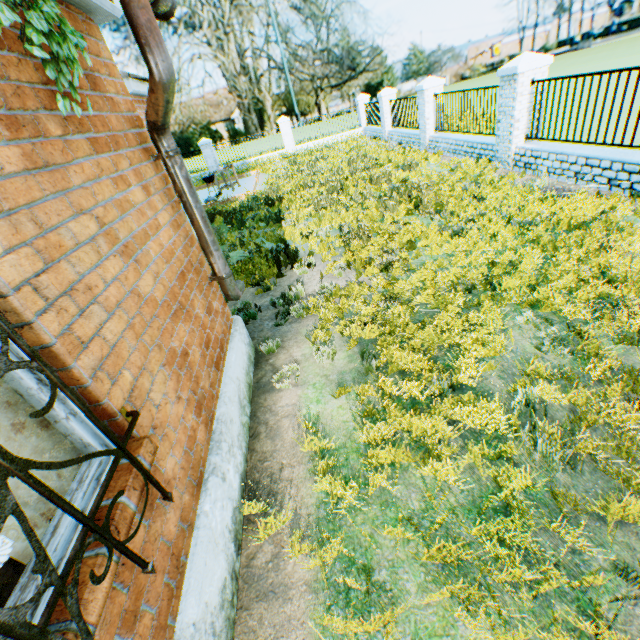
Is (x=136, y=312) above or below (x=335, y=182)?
above

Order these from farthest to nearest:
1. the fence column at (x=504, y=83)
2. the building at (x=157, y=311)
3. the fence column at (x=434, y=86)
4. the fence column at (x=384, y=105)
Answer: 1. the fence column at (x=384, y=105)
2. the fence column at (x=434, y=86)
3. the fence column at (x=504, y=83)
4. the building at (x=157, y=311)

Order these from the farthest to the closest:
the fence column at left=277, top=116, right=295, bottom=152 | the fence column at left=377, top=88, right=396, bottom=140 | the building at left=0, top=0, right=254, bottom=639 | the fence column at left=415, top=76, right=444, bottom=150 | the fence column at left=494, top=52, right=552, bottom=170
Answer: the fence column at left=277, top=116, right=295, bottom=152, the fence column at left=377, top=88, right=396, bottom=140, the fence column at left=415, top=76, right=444, bottom=150, the fence column at left=494, top=52, right=552, bottom=170, the building at left=0, top=0, right=254, bottom=639

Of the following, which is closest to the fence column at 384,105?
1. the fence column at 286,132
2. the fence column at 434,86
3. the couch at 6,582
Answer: the fence column at 434,86

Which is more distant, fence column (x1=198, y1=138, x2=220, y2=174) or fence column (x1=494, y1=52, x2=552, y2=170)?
fence column (x1=198, y1=138, x2=220, y2=174)

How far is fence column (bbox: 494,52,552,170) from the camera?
7.6 meters

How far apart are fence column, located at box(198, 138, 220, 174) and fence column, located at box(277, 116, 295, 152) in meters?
4.8

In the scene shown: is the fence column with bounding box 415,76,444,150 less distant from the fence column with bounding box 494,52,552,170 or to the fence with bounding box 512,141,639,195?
the fence column with bounding box 494,52,552,170
